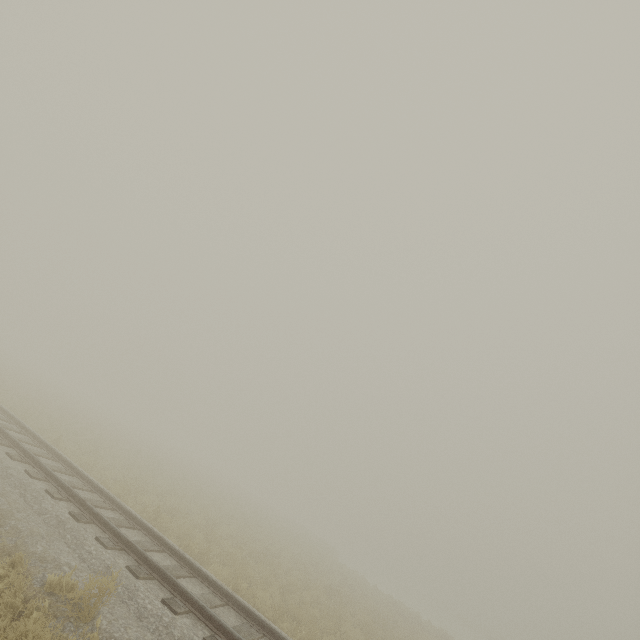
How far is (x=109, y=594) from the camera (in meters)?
4.95
